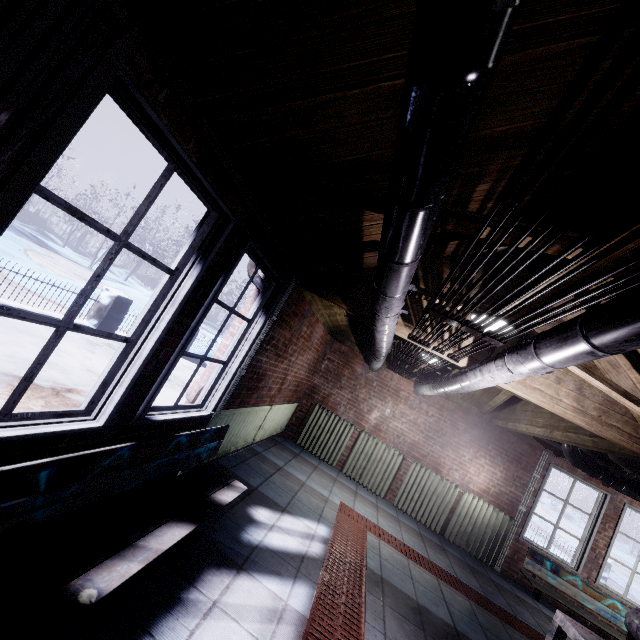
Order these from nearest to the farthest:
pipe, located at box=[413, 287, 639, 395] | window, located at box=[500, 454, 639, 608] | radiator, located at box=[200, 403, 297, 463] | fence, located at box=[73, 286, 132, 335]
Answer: pipe, located at box=[413, 287, 639, 395] < radiator, located at box=[200, 403, 297, 463] < window, located at box=[500, 454, 639, 608] < fence, located at box=[73, 286, 132, 335]

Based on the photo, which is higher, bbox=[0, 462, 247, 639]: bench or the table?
the table

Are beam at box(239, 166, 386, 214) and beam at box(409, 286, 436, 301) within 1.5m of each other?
yes

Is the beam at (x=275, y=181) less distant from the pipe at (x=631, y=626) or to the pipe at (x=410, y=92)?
the pipe at (x=410, y=92)

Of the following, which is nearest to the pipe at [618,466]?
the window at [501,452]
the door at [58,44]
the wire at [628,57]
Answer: the window at [501,452]

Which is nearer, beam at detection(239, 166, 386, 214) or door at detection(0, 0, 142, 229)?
door at detection(0, 0, 142, 229)

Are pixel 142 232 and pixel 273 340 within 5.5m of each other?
no

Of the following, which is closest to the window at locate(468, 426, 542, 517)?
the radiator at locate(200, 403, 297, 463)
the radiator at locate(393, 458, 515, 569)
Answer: the radiator at locate(393, 458, 515, 569)
